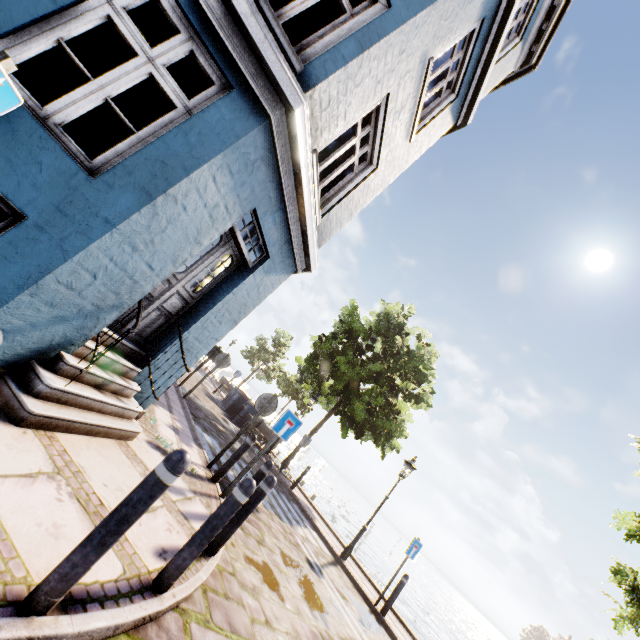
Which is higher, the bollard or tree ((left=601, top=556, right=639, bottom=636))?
tree ((left=601, top=556, right=639, bottom=636))

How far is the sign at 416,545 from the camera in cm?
859

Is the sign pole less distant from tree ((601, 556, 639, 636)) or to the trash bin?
tree ((601, 556, 639, 636))

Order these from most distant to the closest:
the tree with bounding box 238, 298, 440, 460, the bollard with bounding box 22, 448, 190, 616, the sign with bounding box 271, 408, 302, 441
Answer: the tree with bounding box 238, 298, 440, 460, the sign with bounding box 271, 408, 302, 441, the bollard with bounding box 22, 448, 190, 616

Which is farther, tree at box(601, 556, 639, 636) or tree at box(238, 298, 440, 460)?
tree at box(238, 298, 440, 460)

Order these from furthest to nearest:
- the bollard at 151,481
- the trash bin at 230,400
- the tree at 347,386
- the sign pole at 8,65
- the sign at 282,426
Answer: the trash bin at 230,400 → the tree at 347,386 → the sign at 282,426 → the bollard at 151,481 → the sign pole at 8,65

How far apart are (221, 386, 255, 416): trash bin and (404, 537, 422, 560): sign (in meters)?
11.37

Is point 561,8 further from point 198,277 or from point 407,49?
point 198,277
